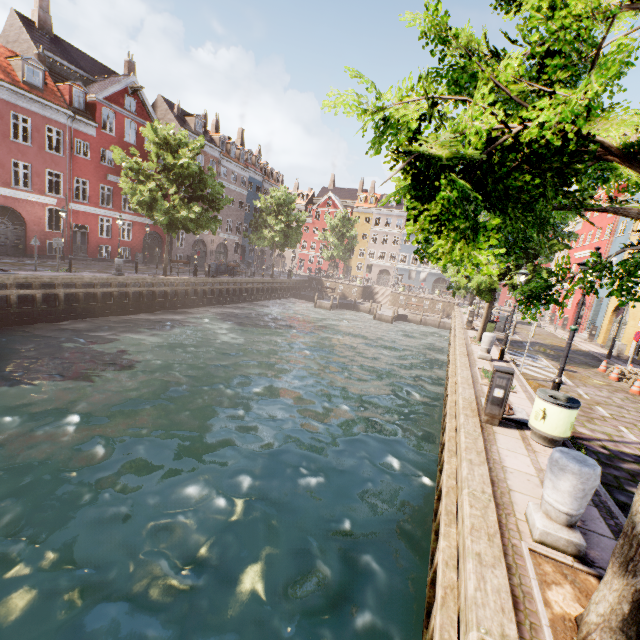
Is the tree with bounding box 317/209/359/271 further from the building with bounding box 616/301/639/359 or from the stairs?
the stairs

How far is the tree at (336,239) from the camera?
48.81m

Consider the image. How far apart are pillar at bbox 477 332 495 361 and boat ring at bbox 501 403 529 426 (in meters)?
5.27

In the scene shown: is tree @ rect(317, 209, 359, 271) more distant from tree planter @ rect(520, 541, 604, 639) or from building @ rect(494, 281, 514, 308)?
building @ rect(494, 281, 514, 308)

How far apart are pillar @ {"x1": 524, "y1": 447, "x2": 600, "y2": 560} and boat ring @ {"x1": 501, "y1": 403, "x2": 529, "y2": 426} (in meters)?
3.35

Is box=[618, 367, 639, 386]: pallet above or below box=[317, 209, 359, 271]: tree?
below

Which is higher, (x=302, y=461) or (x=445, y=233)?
(x=445, y=233)

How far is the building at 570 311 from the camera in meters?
29.1
